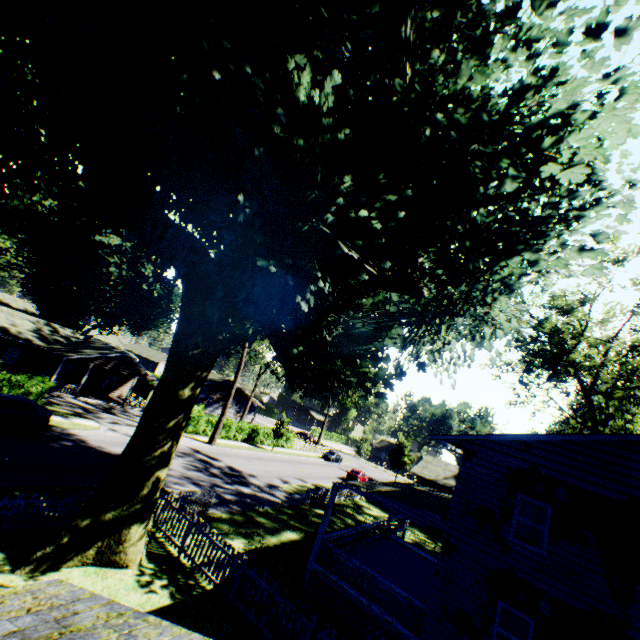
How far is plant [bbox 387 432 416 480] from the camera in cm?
5150

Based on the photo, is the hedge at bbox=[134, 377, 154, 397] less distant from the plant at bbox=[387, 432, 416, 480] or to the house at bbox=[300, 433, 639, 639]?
the plant at bbox=[387, 432, 416, 480]

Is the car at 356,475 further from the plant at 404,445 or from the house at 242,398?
the house at 242,398

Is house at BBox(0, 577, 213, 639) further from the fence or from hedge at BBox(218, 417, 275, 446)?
hedge at BBox(218, 417, 275, 446)

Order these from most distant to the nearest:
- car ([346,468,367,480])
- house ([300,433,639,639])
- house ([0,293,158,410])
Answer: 1. car ([346,468,367,480])
2. house ([0,293,158,410])
3. house ([300,433,639,639])

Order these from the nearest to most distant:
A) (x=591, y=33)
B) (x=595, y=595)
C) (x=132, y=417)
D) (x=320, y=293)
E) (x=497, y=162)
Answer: (x=320, y=293), (x=497, y=162), (x=591, y=33), (x=595, y=595), (x=132, y=417)

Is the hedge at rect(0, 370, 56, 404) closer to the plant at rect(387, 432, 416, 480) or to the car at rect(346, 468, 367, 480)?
the car at rect(346, 468, 367, 480)

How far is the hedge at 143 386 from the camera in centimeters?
4653cm
